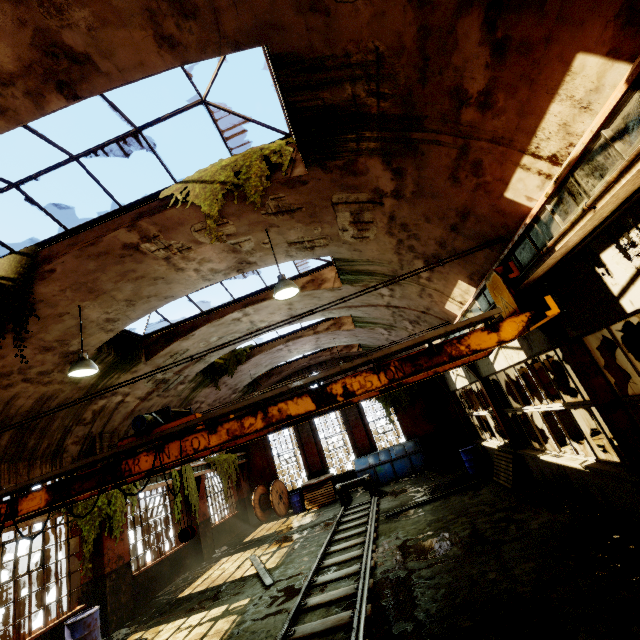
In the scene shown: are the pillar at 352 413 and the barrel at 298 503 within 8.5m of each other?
yes

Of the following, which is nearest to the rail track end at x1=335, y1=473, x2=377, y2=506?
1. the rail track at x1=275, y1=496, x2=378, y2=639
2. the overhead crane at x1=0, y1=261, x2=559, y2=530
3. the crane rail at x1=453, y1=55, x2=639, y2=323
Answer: the rail track at x1=275, y1=496, x2=378, y2=639

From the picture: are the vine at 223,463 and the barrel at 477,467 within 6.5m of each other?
no

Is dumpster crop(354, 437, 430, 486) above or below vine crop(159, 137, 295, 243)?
below

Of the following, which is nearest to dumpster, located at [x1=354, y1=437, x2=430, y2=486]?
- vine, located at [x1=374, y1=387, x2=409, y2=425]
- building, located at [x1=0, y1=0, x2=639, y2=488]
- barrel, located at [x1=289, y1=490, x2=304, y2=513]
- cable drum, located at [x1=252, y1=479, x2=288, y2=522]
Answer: vine, located at [x1=374, y1=387, x2=409, y2=425]

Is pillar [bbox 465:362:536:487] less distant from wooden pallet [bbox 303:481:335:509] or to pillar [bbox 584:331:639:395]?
pillar [bbox 584:331:639:395]

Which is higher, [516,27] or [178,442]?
[516,27]

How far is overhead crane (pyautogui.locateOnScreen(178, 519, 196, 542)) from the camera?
5.23m
